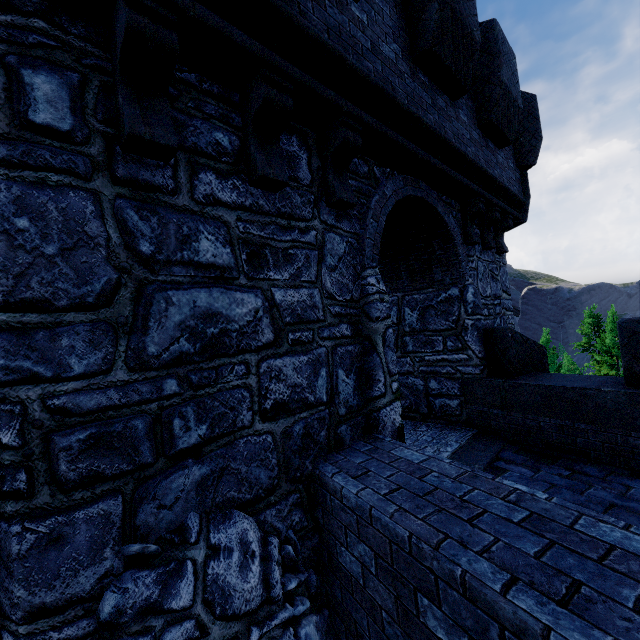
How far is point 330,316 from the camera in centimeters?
345cm
